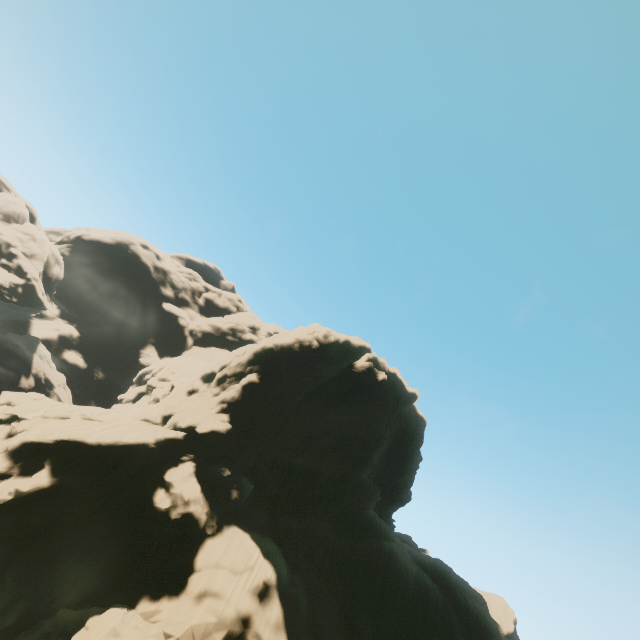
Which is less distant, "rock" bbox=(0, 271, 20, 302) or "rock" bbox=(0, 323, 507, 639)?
"rock" bbox=(0, 323, 507, 639)

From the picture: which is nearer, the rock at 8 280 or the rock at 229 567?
the rock at 229 567

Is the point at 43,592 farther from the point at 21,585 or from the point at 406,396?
the point at 406,396
